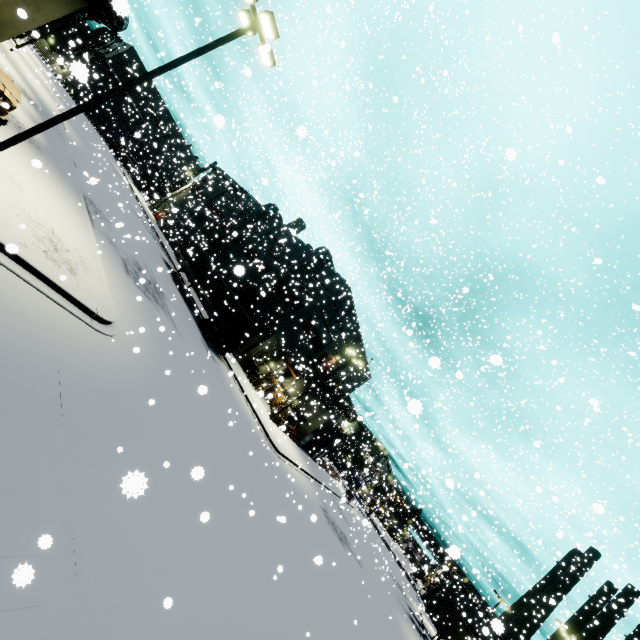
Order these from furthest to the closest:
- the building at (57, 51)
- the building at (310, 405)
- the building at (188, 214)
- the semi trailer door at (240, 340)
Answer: the building at (188, 214), the building at (310, 405), the semi trailer door at (240, 340), the building at (57, 51)

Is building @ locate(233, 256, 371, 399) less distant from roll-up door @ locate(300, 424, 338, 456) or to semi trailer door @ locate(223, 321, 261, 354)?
roll-up door @ locate(300, 424, 338, 456)

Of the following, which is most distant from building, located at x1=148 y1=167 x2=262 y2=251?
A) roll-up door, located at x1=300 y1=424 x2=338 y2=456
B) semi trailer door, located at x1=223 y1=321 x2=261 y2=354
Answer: semi trailer door, located at x1=223 y1=321 x2=261 y2=354

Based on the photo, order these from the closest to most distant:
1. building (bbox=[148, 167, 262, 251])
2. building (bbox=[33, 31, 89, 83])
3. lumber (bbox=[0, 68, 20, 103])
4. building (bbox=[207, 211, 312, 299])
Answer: building (bbox=[33, 31, 89, 83]) → lumber (bbox=[0, 68, 20, 103]) → building (bbox=[207, 211, 312, 299]) → building (bbox=[148, 167, 262, 251])

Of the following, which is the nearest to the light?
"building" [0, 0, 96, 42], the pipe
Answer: "building" [0, 0, 96, 42]

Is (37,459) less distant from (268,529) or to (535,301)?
(268,529)

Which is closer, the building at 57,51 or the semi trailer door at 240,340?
the building at 57,51
